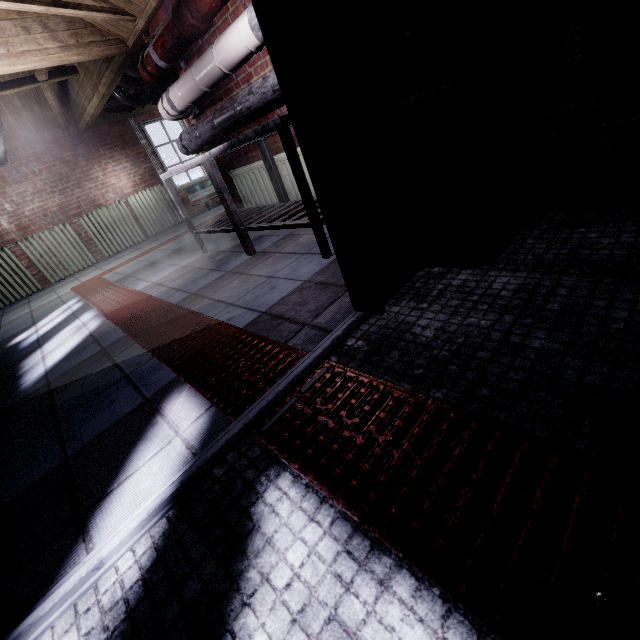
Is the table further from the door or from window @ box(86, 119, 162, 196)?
window @ box(86, 119, 162, 196)

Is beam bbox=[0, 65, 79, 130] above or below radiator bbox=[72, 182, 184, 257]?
above

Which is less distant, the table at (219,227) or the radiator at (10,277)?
the table at (219,227)

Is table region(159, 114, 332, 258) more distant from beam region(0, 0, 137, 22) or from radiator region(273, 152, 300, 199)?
beam region(0, 0, 137, 22)

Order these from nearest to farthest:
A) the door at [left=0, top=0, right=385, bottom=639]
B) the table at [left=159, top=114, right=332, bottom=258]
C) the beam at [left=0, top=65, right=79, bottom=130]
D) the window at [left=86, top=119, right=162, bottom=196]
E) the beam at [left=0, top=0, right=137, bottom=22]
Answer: the door at [left=0, top=0, right=385, bottom=639] → the table at [left=159, top=114, right=332, bottom=258] → the beam at [left=0, top=0, right=137, bottom=22] → the beam at [left=0, top=65, right=79, bottom=130] → the window at [left=86, top=119, right=162, bottom=196]

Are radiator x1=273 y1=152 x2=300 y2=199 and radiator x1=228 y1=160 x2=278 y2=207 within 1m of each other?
yes

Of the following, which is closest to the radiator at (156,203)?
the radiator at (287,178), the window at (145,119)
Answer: the window at (145,119)

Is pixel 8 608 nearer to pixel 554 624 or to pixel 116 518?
pixel 116 518
